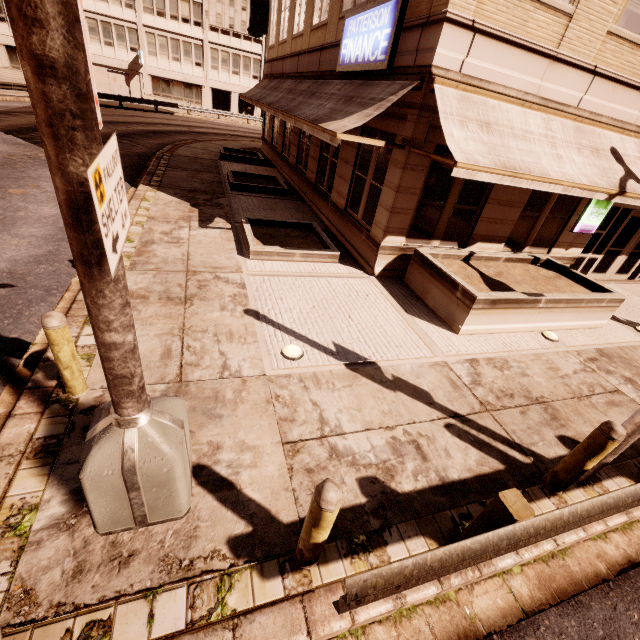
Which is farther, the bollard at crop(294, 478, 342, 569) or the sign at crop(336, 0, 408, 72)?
the sign at crop(336, 0, 408, 72)

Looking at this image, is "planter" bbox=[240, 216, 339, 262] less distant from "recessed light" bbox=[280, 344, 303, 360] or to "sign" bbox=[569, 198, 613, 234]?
"recessed light" bbox=[280, 344, 303, 360]

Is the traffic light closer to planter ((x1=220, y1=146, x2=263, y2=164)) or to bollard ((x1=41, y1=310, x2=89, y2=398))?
bollard ((x1=41, y1=310, x2=89, y2=398))

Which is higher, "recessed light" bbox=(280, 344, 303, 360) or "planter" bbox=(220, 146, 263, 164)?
"planter" bbox=(220, 146, 263, 164)

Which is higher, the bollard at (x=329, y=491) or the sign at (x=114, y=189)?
the sign at (x=114, y=189)

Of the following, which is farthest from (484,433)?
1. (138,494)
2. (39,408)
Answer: (39,408)

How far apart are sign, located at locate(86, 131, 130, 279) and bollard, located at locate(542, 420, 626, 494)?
5.12m

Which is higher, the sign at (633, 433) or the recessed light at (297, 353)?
the sign at (633, 433)
